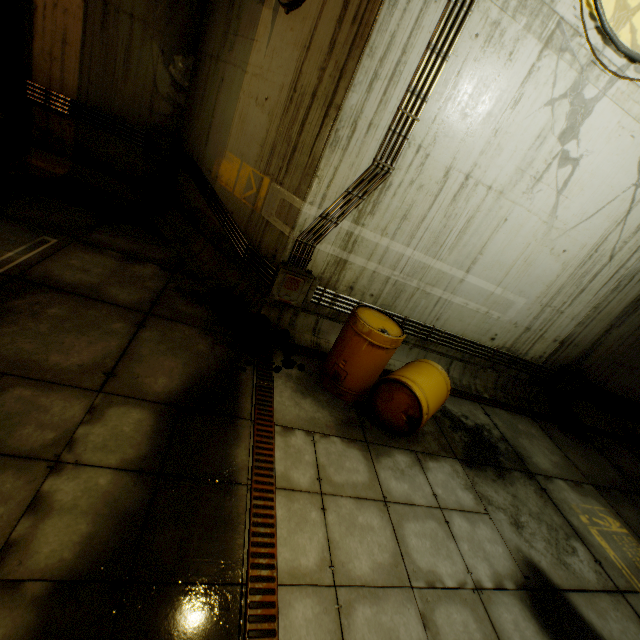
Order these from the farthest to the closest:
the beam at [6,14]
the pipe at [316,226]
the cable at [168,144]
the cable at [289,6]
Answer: the cable at [168,144]
the beam at [6,14]
the cable at [289,6]
the pipe at [316,226]

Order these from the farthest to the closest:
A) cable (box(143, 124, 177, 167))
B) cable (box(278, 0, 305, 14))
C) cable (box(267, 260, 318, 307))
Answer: cable (box(143, 124, 177, 167)) → cable (box(267, 260, 318, 307)) → cable (box(278, 0, 305, 14))

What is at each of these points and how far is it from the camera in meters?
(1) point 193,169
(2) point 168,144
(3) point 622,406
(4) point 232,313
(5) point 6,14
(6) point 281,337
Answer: (1) pipe, 6.3 m
(2) cable, 6.7 m
(3) cable, 7.9 m
(4) rock, 5.1 m
(5) beam, 5.5 m
(6) rock, 5.1 m

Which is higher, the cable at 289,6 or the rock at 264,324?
the cable at 289,6

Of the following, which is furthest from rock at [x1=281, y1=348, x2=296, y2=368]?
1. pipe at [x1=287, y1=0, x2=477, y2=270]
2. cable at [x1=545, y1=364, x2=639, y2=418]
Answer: cable at [x1=545, y1=364, x2=639, y2=418]

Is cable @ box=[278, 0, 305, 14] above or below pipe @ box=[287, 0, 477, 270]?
above

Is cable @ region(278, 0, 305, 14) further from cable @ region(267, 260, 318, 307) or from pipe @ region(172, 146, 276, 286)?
cable @ region(267, 260, 318, 307)

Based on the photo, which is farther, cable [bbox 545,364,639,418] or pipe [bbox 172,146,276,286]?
cable [bbox 545,364,639,418]
